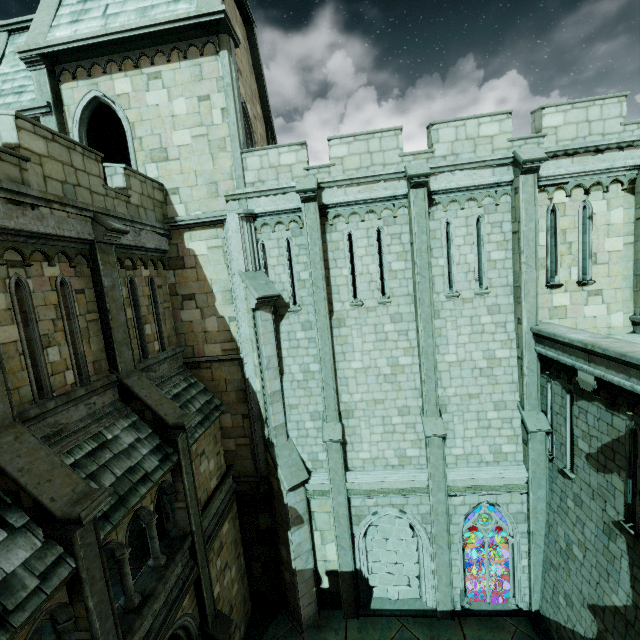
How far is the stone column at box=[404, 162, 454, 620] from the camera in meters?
10.0

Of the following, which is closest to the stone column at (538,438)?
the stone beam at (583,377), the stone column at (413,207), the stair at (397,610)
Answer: the stone beam at (583,377)

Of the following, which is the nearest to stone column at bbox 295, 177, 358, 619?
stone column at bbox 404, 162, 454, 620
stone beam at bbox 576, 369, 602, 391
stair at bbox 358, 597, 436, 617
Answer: stair at bbox 358, 597, 436, 617

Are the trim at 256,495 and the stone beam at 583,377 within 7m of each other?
no

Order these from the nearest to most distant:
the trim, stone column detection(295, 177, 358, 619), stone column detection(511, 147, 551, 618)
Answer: stone column detection(511, 147, 551, 618)
stone column detection(295, 177, 358, 619)
the trim

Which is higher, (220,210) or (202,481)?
(220,210)

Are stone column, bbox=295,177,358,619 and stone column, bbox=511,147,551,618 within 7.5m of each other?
yes

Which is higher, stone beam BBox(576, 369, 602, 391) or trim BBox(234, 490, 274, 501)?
stone beam BBox(576, 369, 602, 391)
